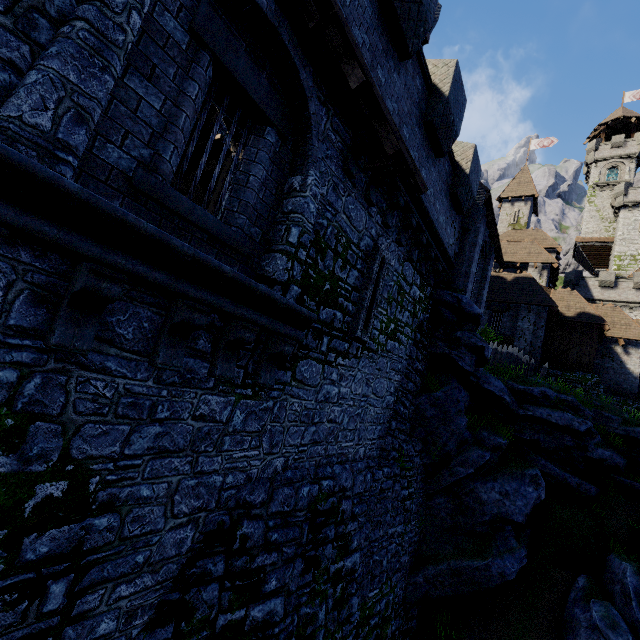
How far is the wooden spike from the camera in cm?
1864

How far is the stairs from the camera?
9.1m

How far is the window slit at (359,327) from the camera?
7.5 meters

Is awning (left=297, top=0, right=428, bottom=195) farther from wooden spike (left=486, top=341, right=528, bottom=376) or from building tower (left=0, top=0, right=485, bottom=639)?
wooden spike (left=486, top=341, right=528, bottom=376)

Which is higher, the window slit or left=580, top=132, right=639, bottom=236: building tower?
left=580, top=132, right=639, bottom=236: building tower

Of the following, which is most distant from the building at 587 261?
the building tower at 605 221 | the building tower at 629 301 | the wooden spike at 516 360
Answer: the wooden spike at 516 360

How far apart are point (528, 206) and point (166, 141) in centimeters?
4305cm

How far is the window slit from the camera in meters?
7.5 m
